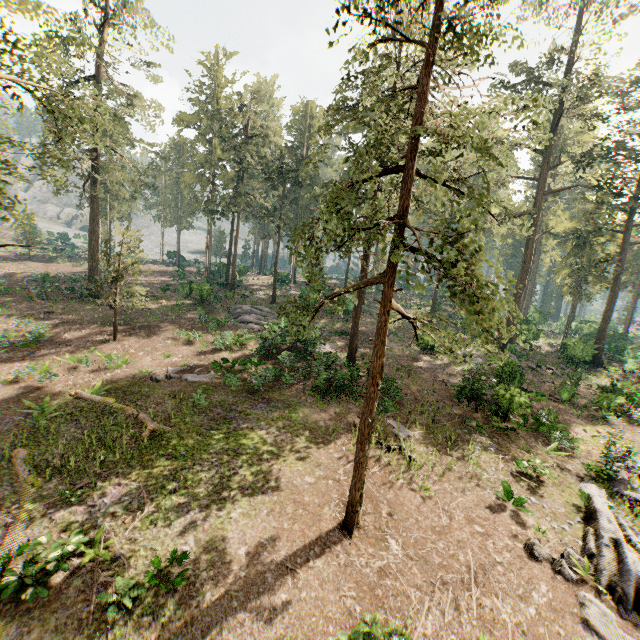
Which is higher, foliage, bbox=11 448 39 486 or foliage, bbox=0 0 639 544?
foliage, bbox=0 0 639 544

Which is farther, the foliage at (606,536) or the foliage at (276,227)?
the foliage at (606,536)

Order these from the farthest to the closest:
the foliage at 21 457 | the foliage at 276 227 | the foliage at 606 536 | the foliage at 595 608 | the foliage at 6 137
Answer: the foliage at 21 457
the foliage at 6 137
the foliage at 606 536
the foliage at 595 608
the foliage at 276 227

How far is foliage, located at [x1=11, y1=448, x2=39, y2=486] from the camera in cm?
1149

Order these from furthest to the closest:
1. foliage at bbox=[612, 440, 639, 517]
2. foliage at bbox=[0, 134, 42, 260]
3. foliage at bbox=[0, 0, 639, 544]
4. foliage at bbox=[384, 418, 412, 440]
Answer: foliage at bbox=[384, 418, 412, 440], foliage at bbox=[612, 440, 639, 517], foliage at bbox=[0, 134, 42, 260], foliage at bbox=[0, 0, 639, 544]

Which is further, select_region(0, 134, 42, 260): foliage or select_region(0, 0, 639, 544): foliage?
select_region(0, 134, 42, 260): foliage

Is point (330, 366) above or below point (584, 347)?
below
